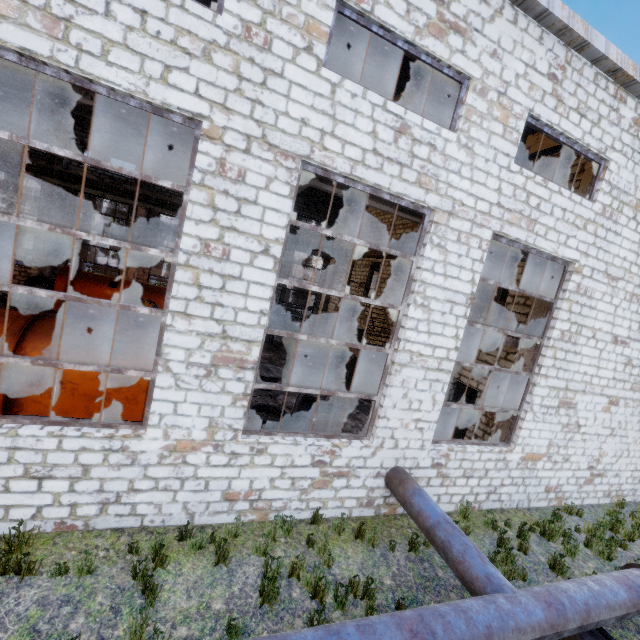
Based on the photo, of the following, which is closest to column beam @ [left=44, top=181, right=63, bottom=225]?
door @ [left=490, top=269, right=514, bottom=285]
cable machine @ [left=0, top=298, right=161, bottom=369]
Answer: cable machine @ [left=0, top=298, right=161, bottom=369]

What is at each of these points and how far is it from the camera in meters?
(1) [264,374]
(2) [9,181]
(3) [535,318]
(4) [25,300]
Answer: (1) wire spool, 12.0
(2) pipe, 18.8
(3) column beam, 9.2
(4) wire roll, 15.4

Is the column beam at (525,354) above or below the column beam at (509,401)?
above

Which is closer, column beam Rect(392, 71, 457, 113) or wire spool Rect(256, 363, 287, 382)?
column beam Rect(392, 71, 457, 113)

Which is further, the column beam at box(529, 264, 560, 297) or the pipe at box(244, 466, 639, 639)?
the column beam at box(529, 264, 560, 297)

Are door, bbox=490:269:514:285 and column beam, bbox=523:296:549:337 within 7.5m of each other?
yes

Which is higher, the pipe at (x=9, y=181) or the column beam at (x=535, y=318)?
the pipe at (x=9, y=181)

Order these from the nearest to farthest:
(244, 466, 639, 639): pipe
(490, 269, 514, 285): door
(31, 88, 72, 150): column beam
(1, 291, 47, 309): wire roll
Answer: (244, 466, 639, 639): pipe < (490, 269, 514, 285): door < (1, 291, 47, 309): wire roll < (31, 88, 72, 150): column beam
